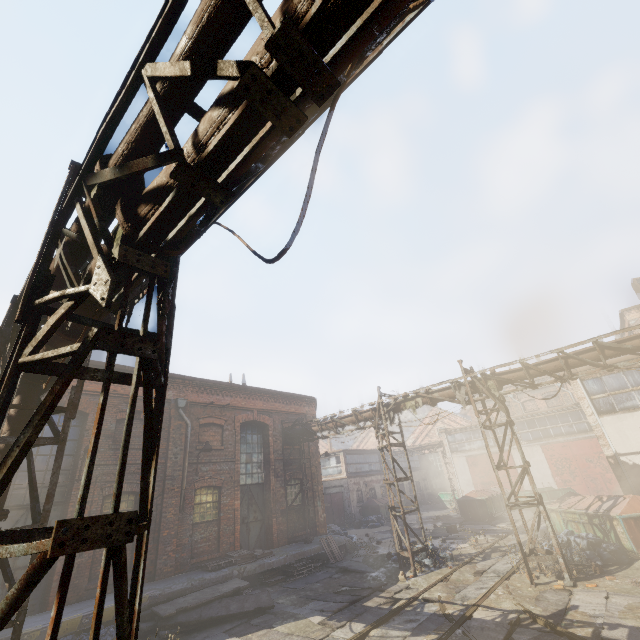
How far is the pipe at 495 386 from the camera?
11.7m

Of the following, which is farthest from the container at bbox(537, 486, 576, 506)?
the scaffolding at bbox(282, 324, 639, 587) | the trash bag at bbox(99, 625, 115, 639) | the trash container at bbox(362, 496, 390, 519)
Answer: the trash bag at bbox(99, 625, 115, 639)

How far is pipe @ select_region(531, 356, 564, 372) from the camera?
10.7m

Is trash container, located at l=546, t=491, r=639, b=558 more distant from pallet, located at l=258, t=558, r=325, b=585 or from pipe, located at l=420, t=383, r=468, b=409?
pallet, located at l=258, t=558, r=325, b=585

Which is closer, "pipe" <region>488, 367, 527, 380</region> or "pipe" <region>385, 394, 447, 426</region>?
"pipe" <region>488, 367, 527, 380</region>

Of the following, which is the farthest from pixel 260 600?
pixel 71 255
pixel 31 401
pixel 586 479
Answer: pixel 586 479

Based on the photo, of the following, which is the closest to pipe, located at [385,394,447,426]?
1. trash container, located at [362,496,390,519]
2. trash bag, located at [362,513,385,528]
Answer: trash bag, located at [362,513,385,528]

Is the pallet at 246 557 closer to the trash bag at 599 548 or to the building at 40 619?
the building at 40 619
